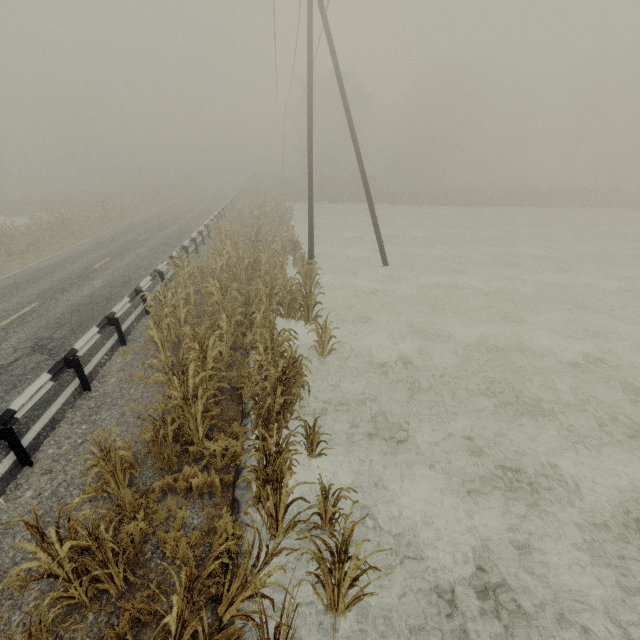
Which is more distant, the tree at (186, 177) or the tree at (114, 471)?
the tree at (186, 177)

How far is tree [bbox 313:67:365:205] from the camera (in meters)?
38.88

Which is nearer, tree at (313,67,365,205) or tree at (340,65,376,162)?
tree at (313,67,365,205)

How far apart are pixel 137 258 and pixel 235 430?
13.7 meters

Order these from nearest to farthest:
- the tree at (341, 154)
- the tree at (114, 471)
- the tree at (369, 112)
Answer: the tree at (114, 471) < the tree at (341, 154) < the tree at (369, 112)

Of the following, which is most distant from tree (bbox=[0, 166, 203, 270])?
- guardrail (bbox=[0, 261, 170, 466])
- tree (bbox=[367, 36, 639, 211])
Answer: tree (bbox=[367, 36, 639, 211])
